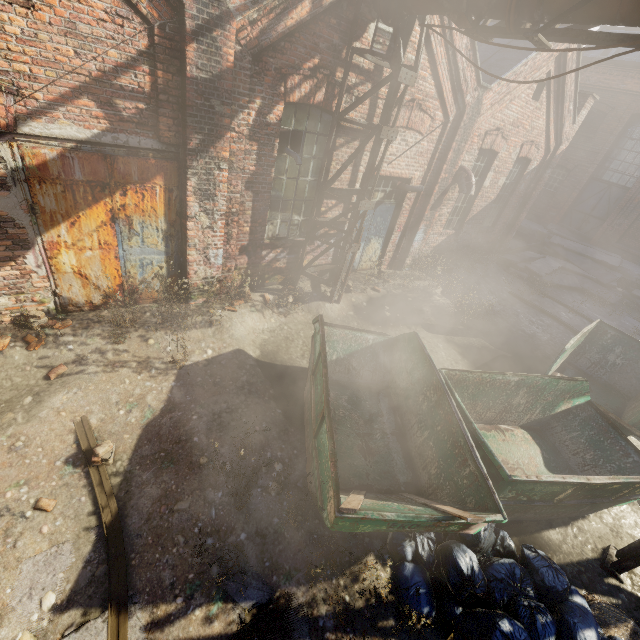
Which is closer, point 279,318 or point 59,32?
point 59,32

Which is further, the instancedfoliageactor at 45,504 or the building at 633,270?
the building at 633,270

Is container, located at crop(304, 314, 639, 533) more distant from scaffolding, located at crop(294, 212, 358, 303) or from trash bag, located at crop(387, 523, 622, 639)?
scaffolding, located at crop(294, 212, 358, 303)

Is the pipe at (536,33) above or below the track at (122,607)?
above

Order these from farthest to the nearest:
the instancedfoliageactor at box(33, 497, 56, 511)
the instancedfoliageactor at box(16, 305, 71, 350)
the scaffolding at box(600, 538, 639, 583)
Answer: the instancedfoliageactor at box(16, 305, 71, 350)
the scaffolding at box(600, 538, 639, 583)
the instancedfoliageactor at box(33, 497, 56, 511)

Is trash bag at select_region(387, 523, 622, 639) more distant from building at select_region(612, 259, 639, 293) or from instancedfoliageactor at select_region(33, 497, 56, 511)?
building at select_region(612, 259, 639, 293)

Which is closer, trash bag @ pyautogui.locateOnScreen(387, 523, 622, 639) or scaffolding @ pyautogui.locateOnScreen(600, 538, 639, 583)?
trash bag @ pyautogui.locateOnScreen(387, 523, 622, 639)

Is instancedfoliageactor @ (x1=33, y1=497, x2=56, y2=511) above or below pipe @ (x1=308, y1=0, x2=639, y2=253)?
below
